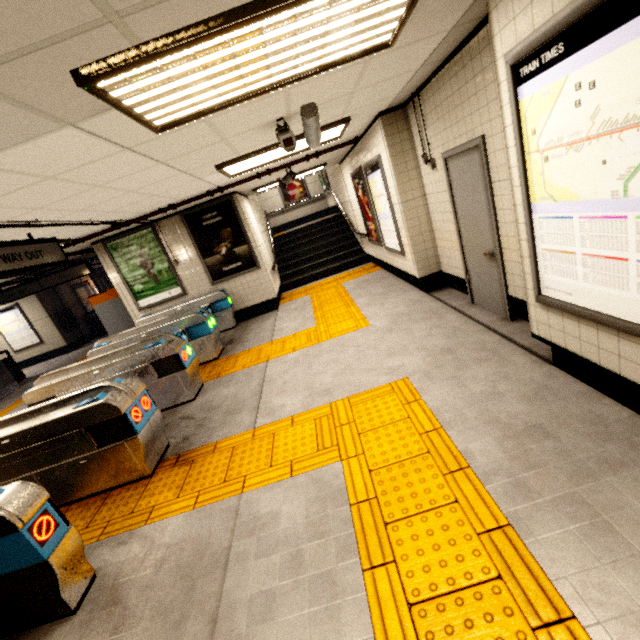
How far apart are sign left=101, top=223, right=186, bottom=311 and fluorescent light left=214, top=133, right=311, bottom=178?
3.1m

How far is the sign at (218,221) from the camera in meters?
7.4 m

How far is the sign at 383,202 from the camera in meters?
5.7 m

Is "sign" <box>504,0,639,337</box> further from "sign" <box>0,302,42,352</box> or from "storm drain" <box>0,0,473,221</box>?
"sign" <box>0,302,42,352</box>

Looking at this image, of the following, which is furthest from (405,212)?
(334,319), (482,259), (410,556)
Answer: (410,556)

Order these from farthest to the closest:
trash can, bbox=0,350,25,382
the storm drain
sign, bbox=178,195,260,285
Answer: trash can, bbox=0,350,25,382
sign, bbox=178,195,260,285
the storm drain

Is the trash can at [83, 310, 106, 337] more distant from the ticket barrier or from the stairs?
the ticket barrier

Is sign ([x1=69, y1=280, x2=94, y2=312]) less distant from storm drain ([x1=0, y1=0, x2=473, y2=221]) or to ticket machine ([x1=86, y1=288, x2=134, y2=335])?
storm drain ([x1=0, y1=0, x2=473, y2=221])
